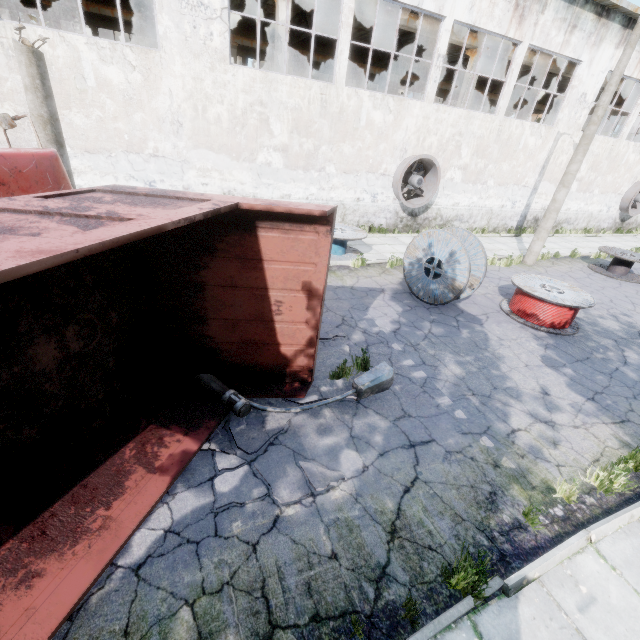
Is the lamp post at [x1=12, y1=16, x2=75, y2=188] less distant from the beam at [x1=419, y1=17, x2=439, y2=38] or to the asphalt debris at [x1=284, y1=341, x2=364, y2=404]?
the asphalt debris at [x1=284, y1=341, x2=364, y2=404]

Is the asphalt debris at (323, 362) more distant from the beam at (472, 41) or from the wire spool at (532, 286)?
the beam at (472, 41)

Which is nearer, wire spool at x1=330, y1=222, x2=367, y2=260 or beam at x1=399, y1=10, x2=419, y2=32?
wire spool at x1=330, y1=222, x2=367, y2=260

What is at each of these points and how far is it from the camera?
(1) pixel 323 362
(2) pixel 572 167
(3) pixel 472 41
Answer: (1) asphalt debris, 6.4m
(2) lamp post, 11.9m
(3) beam, 15.3m

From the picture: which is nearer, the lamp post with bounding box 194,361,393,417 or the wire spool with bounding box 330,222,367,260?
the lamp post with bounding box 194,361,393,417

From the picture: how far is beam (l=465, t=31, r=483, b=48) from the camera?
15.2m

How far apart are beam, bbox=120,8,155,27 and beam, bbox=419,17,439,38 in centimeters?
1185cm

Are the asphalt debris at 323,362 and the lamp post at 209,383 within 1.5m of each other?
yes
